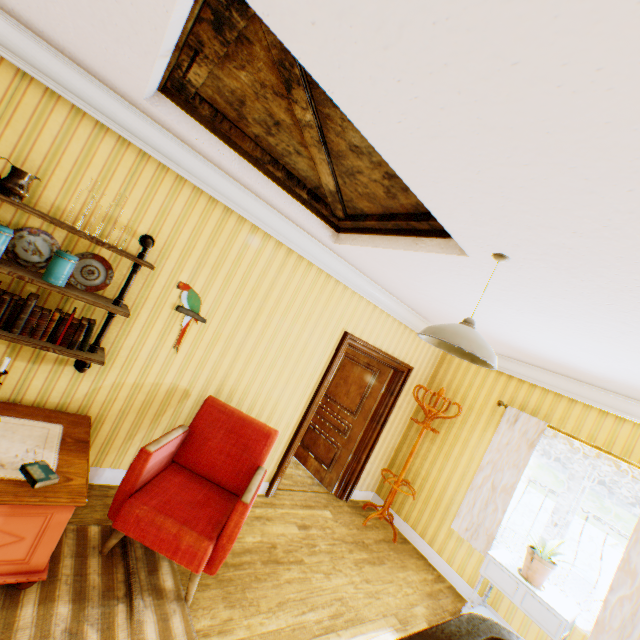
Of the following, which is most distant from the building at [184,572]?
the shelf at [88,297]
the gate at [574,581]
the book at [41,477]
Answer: the gate at [574,581]

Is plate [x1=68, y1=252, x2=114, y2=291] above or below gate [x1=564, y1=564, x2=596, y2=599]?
above

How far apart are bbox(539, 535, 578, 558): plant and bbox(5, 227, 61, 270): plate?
5.1 meters

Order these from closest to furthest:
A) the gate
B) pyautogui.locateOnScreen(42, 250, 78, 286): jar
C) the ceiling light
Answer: the ceiling light, pyautogui.locateOnScreen(42, 250, 78, 286): jar, the gate

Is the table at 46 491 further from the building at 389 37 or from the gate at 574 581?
the gate at 574 581

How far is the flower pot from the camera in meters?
3.4 m

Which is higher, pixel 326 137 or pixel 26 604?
pixel 326 137

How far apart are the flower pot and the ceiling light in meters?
2.9
